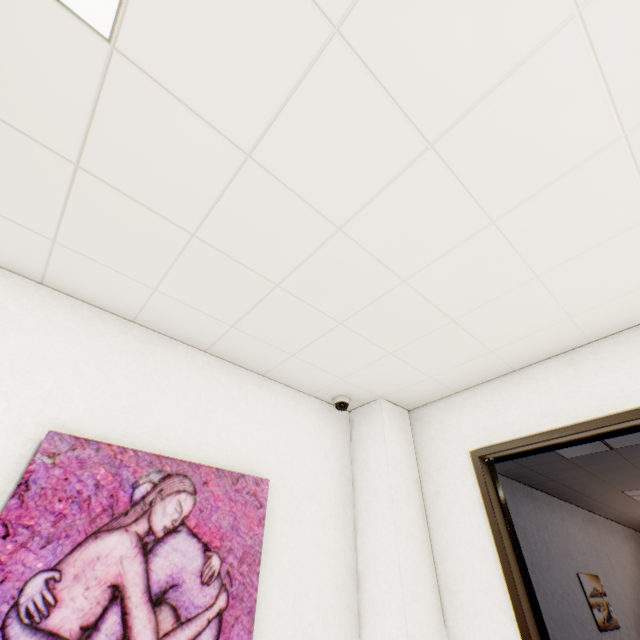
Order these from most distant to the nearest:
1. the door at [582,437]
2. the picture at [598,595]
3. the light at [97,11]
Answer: the picture at [598,595], the door at [582,437], the light at [97,11]

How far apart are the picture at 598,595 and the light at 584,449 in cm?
226

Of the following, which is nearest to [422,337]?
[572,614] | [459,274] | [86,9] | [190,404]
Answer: [459,274]

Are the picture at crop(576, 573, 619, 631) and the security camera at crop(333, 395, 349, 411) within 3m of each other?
no

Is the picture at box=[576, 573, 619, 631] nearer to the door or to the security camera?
the door

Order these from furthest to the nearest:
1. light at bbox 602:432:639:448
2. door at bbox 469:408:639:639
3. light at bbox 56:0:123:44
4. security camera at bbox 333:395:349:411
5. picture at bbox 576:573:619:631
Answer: picture at bbox 576:573:619:631 → light at bbox 602:432:639:448 → security camera at bbox 333:395:349:411 → door at bbox 469:408:639:639 → light at bbox 56:0:123:44

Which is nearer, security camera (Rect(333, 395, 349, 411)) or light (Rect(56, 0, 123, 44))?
light (Rect(56, 0, 123, 44))

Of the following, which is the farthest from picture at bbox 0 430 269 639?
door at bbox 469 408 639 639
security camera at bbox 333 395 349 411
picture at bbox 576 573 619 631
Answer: picture at bbox 576 573 619 631
